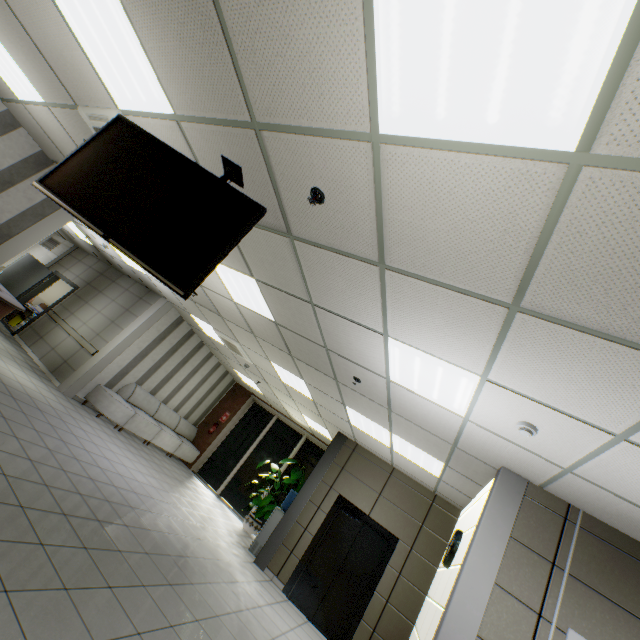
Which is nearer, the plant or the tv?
the tv

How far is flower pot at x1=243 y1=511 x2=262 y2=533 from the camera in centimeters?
877cm

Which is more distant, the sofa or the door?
the door

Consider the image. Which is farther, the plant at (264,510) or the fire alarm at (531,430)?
the plant at (264,510)

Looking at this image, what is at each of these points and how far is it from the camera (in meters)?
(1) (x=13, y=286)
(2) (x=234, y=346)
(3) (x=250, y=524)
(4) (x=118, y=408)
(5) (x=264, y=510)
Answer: (1) door, 10.68
(2) air conditioning vent, 8.00
(3) flower pot, 8.77
(4) sofa, 8.23
(5) plant, 8.72

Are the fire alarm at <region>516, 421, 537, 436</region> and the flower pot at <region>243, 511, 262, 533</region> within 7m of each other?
no

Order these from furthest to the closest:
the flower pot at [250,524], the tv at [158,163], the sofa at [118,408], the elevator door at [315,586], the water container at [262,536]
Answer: the flower pot at [250,524] < the sofa at [118,408] < the water container at [262,536] < the elevator door at [315,586] < the tv at [158,163]

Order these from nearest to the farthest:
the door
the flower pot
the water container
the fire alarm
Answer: the fire alarm < the water container < the flower pot < the door
